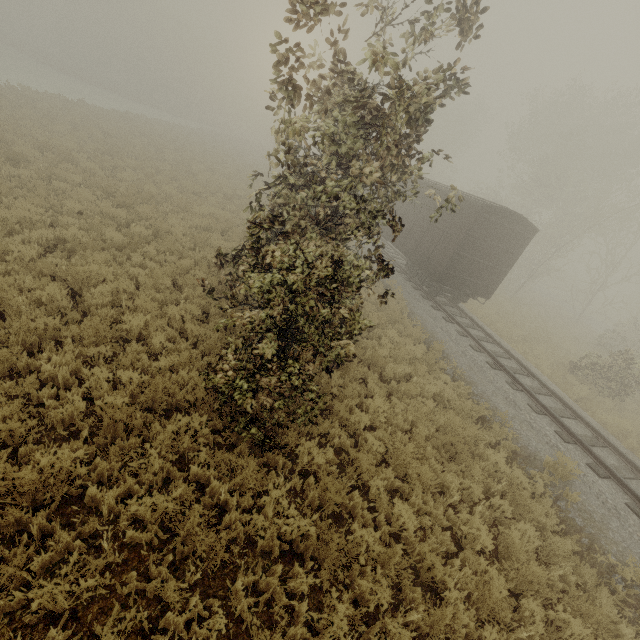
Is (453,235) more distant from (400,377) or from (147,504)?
(147,504)

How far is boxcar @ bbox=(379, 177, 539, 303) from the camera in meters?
13.5 m

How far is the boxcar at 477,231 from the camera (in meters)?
13.50
